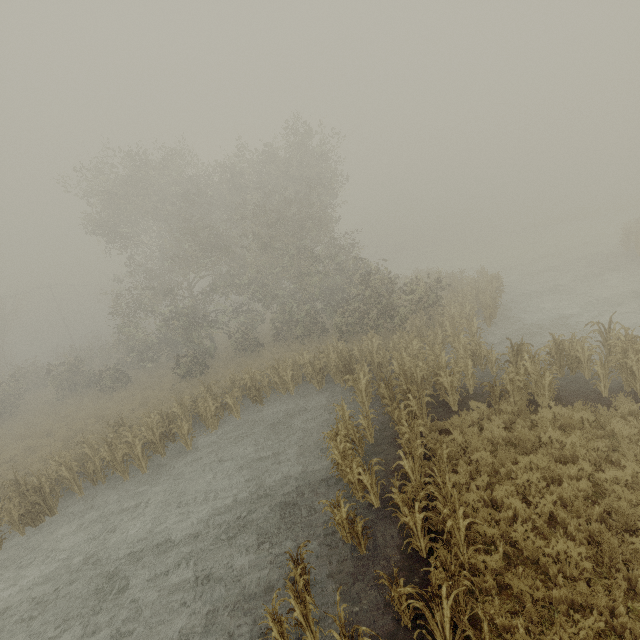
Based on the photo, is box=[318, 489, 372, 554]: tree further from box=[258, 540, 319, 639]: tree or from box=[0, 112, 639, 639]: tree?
box=[0, 112, 639, 639]: tree

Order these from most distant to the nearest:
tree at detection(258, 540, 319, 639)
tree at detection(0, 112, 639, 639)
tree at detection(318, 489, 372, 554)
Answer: tree at detection(0, 112, 639, 639), tree at detection(318, 489, 372, 554), tree at detection(258, 540, 319, 639)

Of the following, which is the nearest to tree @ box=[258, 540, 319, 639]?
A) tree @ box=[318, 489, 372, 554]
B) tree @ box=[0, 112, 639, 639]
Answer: tree @ box=[318, 489, 372, 554]

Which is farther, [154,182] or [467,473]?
[154,182]

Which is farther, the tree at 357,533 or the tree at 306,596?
the tree at 357,533

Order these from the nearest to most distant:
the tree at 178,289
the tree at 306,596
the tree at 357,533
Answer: the tree at 306,596, the tree at 357,533, the tree at 178,289
